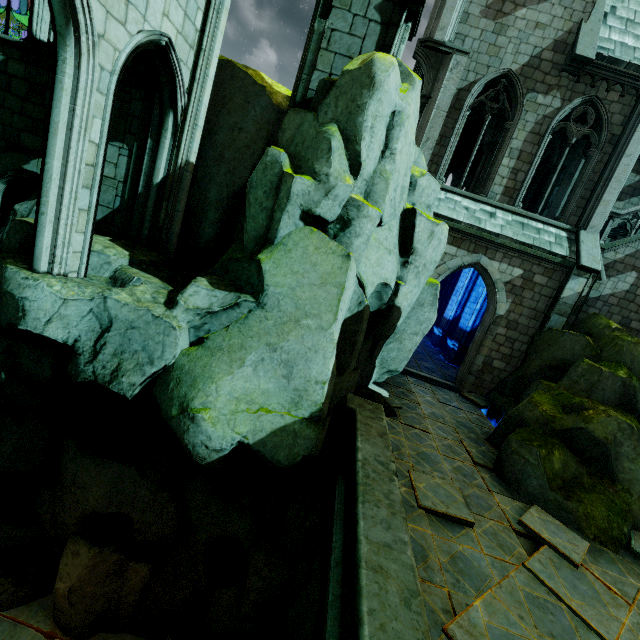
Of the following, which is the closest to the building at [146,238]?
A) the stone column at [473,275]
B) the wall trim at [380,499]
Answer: the stone column at [473,275]

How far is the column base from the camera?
17.0 meters

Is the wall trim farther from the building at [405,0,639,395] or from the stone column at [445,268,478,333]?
the stone column at [445,268,478,333]

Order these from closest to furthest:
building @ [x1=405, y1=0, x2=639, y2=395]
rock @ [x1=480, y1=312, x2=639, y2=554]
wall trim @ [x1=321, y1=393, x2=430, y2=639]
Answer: wall trim @ [x1=321, y1=393, x2=430, y2=639] < rock @ [x1=480, y1=312, x2=639, y2=554] < building @ [x1=405, y1=0, x2=639, y2=395]

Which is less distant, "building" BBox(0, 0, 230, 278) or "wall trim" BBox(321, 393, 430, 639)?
"wall trim" BBox(321, 393, 430, 639)

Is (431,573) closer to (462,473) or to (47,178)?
(462,473)

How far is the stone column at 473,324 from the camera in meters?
16.6

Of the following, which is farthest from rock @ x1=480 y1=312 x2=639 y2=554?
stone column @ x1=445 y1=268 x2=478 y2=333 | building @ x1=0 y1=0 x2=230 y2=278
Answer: stone column @ x1=445 y1=268 x2=478 y2=333
